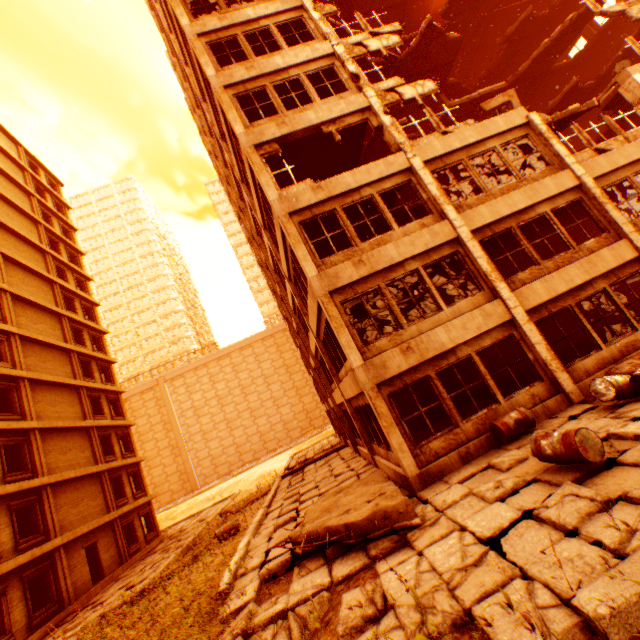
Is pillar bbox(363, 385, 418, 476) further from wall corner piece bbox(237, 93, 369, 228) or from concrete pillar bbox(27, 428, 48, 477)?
concrete pillar bbox(27, 428, 48, 477)

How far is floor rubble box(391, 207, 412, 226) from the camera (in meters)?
14.09

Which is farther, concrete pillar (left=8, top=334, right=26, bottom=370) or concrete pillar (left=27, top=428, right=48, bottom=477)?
concrete pillar (left=8, top=334, right=26, bottom=370)

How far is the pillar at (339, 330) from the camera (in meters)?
8.99

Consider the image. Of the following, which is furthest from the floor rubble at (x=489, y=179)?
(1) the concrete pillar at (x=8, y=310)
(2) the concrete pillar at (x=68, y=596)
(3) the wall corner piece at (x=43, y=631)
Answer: (1) the concrete pillar at (x=8, y=310)

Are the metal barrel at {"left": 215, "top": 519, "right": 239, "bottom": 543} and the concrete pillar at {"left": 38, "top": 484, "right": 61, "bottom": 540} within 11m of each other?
yes

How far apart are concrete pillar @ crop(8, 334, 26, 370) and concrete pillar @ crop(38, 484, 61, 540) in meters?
6.6

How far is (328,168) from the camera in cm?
1424
